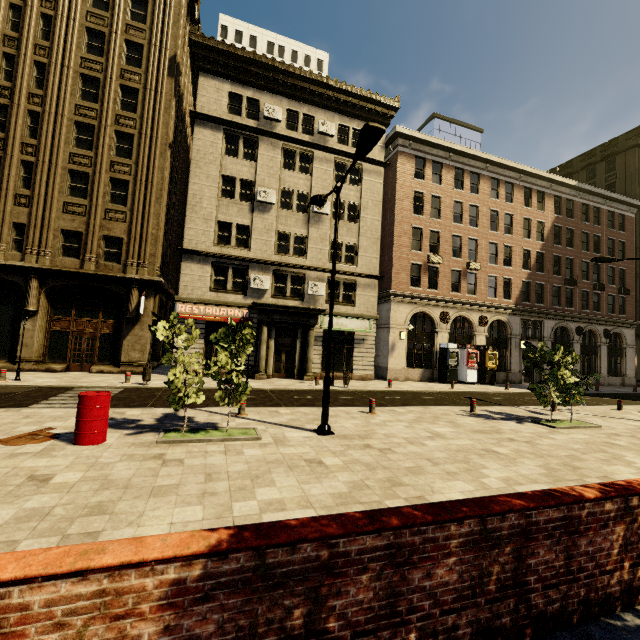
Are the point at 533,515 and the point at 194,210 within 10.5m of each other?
no

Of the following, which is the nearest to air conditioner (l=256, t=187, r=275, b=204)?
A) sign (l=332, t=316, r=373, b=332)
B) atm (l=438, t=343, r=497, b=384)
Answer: sign (l=332, t=316, r=373, b=332)

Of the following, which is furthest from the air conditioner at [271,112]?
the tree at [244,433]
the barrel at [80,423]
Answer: the barrel at [80,423]

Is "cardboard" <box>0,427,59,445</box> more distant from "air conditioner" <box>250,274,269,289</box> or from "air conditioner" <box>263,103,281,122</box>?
"air conditioner" <box>263,103,281,122</box>

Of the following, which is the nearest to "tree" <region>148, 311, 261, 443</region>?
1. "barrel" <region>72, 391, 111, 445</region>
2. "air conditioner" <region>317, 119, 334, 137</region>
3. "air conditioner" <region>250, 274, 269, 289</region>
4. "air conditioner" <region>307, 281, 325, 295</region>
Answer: "barrel" <region>72, 391, 111, 445</region>

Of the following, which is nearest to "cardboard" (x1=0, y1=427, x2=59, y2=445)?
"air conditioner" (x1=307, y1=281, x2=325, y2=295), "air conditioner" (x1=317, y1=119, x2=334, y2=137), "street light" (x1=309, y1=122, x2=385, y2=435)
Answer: "street light" (x1=309, y1=122, x2=385, y2=435)

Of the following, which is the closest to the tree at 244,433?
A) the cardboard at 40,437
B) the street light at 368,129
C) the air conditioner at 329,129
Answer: the street light at 368,129

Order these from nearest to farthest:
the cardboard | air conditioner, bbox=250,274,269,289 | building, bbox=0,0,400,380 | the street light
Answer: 1. the cardboard
2. the street light
3. building, bbox=0,0,400,380
4. air conditioner, bbox=250,274,269,289
